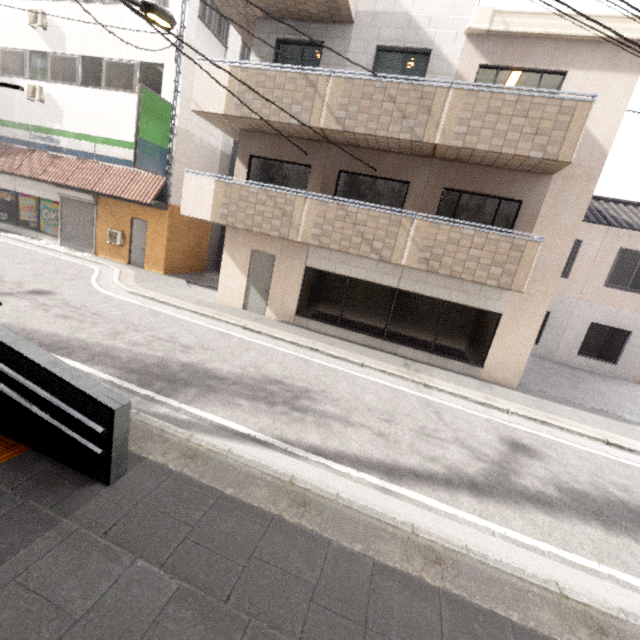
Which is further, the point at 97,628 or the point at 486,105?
the point at 486,105

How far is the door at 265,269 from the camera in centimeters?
1073cm

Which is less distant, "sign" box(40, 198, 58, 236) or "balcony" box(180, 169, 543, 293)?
"balcony" box(180, 169, 543, 293)

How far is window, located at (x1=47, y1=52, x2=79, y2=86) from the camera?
13.5m

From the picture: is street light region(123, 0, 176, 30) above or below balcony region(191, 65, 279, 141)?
below

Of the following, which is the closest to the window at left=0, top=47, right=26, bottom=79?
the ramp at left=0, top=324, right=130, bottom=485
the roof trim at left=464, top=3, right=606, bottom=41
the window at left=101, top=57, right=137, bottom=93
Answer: the window at left=101, top=57, right=137, bottom=93

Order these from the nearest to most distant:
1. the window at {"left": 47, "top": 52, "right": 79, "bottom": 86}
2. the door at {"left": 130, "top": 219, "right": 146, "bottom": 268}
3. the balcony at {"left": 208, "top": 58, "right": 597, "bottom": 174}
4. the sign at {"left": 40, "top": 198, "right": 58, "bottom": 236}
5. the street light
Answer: the street light → the balcony at {"left": 208, "top": 58, "right": 597, "bottom": 174} → the window at {"left": 47, "top": 52, "right": 79, "bottom": 86} → the door at {"left": 130, "top": 219, "right": 146, "bottom": 268} → the sign at {"left": 40, "top": 198, "right": 58, "bottom": 236}

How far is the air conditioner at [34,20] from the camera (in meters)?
13.26
